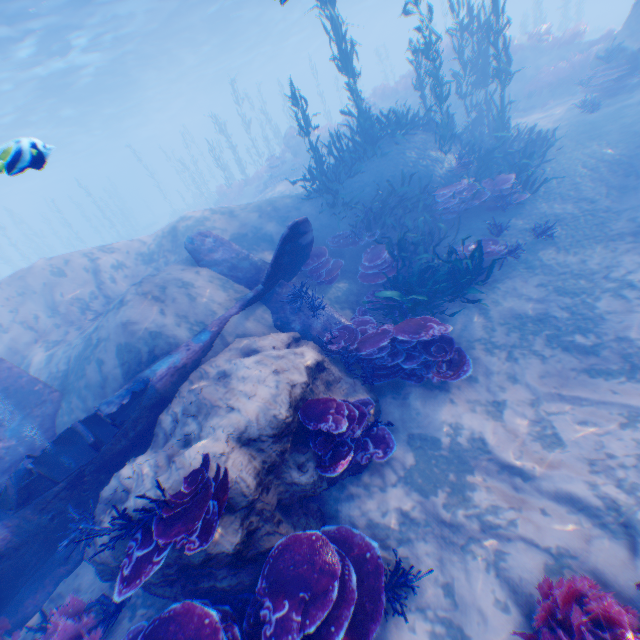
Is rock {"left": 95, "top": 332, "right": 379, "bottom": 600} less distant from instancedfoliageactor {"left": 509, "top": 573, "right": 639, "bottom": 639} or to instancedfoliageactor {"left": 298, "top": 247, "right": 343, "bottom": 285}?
instancedfoliageactor {"left": 509, "top": 573, "right": 639, "bottom": 639}

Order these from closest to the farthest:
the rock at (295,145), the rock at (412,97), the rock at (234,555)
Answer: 1. the rock at (234,555)
2. the rock at (412,97)
3. the rock at (295,145)

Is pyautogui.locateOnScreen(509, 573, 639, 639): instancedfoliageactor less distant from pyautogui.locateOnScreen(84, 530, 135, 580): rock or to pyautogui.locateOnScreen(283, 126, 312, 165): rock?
pyautogui.locateOnScreen(84, 530, 135, 580): rock

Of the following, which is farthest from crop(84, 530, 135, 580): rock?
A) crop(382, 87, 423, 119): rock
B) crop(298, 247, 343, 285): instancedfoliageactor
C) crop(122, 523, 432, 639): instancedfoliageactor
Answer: crop(382, 87, 423, 119): rock

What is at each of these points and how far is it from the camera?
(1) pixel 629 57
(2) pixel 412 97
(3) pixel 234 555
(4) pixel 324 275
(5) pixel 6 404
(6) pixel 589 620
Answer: (1) rock, 10.8m
(2) rock, 18.5m
(3) rock, 3.9m
(4) instancedfoliageactor, 8.9m
(5) plane, 6.7m
(6) instancedfoliageactor, 3.2m

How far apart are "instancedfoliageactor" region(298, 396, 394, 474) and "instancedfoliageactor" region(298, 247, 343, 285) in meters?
3.9

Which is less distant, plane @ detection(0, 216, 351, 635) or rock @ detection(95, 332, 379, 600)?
rock @ detection(95, 332, 379, 600)

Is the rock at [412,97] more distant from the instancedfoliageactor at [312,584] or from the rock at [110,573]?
the instancedfoliageactor at [312,584]
